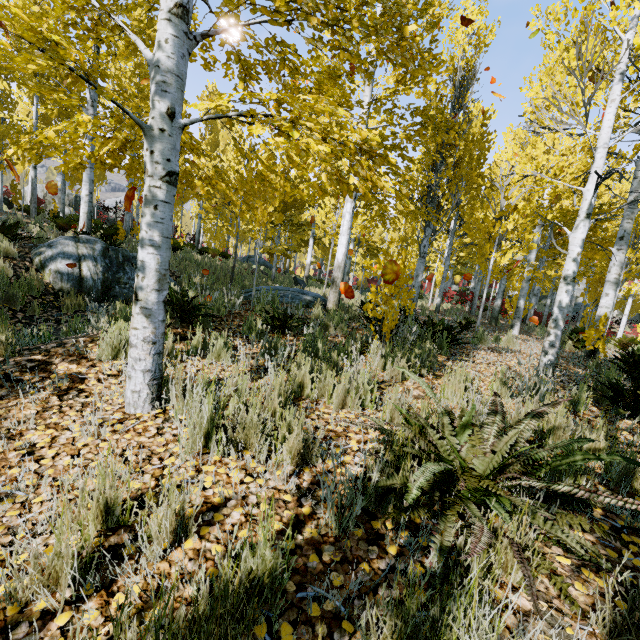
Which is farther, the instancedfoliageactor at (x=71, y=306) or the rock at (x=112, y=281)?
the rock at (x=112, y=281)

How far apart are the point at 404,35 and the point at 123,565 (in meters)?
3.81

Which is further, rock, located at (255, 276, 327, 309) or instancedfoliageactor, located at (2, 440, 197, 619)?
rock, located at (255, 276, 327, 309)

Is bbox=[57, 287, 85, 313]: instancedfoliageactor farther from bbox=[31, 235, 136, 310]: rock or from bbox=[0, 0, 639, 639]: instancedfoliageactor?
bbox=[31, 235, 136, 310]: rock

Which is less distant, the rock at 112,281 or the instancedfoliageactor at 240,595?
the instancedfoliageactor at 240,595
